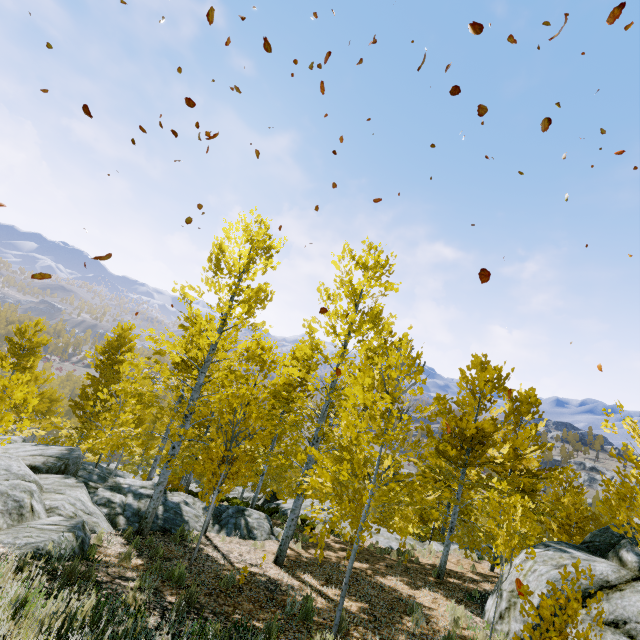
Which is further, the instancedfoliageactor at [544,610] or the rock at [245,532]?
the rock at [245,532]

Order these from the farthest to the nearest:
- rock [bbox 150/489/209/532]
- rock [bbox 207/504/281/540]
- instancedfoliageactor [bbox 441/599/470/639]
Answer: rock [bbox 207/504/281/540]
rock [bbox 150/489/209/532]
instancedfoliageactor [bbox 441/599/470/639]

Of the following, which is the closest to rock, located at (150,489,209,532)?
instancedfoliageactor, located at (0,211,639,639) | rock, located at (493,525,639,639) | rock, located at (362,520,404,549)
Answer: instancedfoliageactor, located at (0,211,639,639)

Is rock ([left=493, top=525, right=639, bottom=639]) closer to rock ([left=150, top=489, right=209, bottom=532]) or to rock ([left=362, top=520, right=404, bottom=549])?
rock ([left=362, top=520, right=404, bottom=549])

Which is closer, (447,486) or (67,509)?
(67,509)

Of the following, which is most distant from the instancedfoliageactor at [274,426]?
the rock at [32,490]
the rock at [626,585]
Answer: the rock at [626,585]

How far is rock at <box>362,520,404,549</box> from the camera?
16.0m

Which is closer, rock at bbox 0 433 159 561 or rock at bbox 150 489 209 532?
rock at bbox 0 433 159 561
